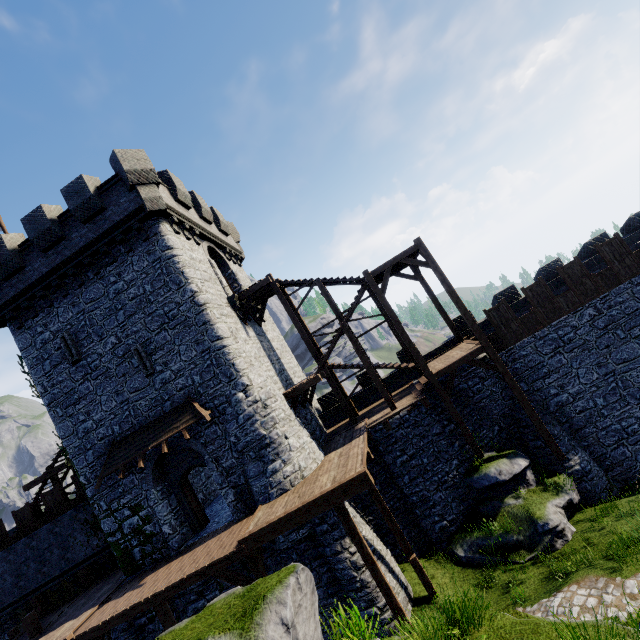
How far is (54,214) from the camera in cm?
1553

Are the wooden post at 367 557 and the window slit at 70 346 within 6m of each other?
no

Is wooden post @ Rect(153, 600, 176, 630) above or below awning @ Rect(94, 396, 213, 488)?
below

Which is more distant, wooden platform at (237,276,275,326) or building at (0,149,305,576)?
wooden platform at (237,276,275,326)

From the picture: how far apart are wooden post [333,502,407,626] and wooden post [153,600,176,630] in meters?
7.2

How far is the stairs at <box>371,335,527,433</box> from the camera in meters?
14.8 m

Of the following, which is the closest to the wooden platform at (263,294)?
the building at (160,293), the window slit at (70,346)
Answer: the building at (160,293)

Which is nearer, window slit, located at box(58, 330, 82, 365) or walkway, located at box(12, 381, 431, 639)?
walkway, located at box(12, 381, 431, 639)
